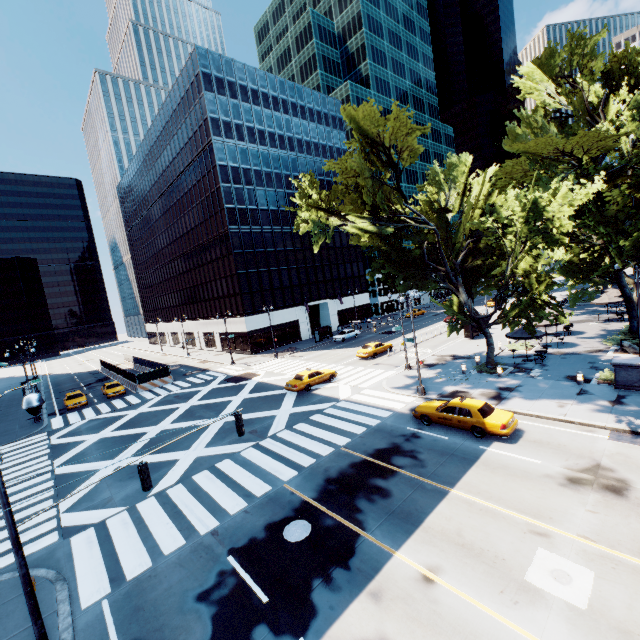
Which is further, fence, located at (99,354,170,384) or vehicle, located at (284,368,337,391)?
fence, located at (99,354,170,384)

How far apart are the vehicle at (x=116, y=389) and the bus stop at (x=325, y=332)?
26.7m

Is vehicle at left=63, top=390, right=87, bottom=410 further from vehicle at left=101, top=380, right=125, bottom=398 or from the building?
the building

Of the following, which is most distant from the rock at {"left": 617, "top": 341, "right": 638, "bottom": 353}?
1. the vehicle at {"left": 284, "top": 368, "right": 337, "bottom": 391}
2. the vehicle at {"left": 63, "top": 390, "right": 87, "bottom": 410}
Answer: the vehicle at {"left": 63, "top": 390, "right": 87, "bottom": 410}

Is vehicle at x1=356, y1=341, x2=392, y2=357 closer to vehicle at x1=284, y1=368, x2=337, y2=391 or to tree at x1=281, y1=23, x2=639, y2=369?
vehicle at x1=284, y1=368, x2=337, y2=391

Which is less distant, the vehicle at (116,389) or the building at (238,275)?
the vehicle at (116,389)

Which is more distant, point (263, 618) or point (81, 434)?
point (81, 434)

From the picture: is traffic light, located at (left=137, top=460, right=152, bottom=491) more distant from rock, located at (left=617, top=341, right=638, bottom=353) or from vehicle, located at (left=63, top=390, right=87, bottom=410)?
rock, located at (left=617, top=341, right=638, bottom=353)
